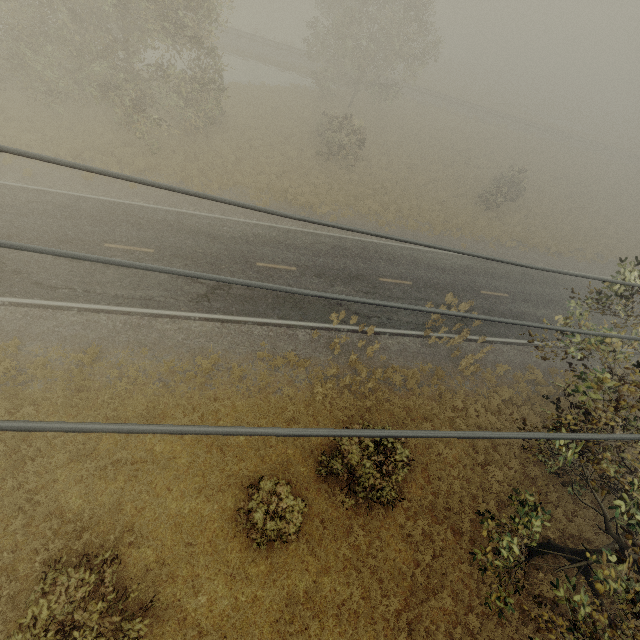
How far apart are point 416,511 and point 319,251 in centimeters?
1426cm
